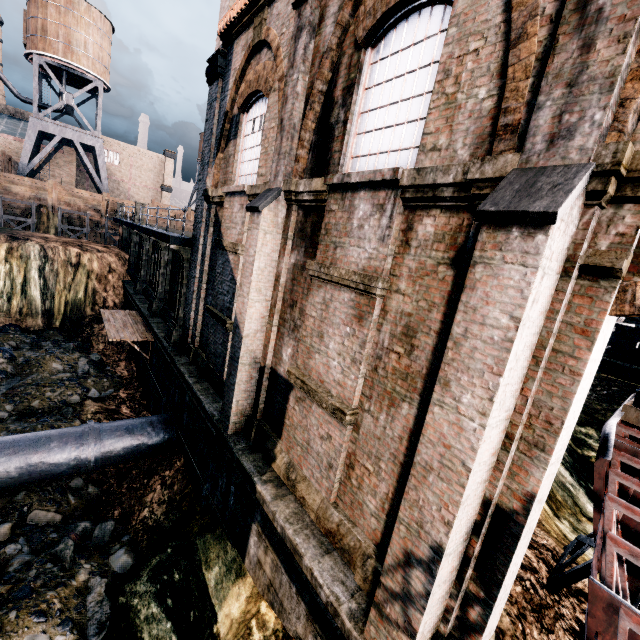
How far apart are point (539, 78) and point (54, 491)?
17.21m

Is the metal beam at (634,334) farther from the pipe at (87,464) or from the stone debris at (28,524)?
the pipe at (87,464)

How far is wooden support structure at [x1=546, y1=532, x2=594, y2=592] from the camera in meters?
6.0 m

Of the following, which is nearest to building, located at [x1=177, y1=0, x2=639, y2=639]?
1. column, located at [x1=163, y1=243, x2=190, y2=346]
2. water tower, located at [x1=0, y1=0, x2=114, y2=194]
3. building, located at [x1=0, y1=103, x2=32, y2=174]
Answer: column, located at [x1=163, y1=243, x2=190, y2=346]

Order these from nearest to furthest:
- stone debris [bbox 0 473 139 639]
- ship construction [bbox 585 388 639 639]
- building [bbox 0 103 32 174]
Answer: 1. ship construction [bbox 585 388 639 639]
2. stone debris [bbox 0 473 139 639]
3. building [bbox 0 103 32 174]

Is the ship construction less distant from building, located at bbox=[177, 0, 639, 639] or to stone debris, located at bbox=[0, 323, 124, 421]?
building, located at bbox=[177, 0, 639, 639]

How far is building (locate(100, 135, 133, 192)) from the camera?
57.91m

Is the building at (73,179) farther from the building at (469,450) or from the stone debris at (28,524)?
the stone debris at (28,524)
